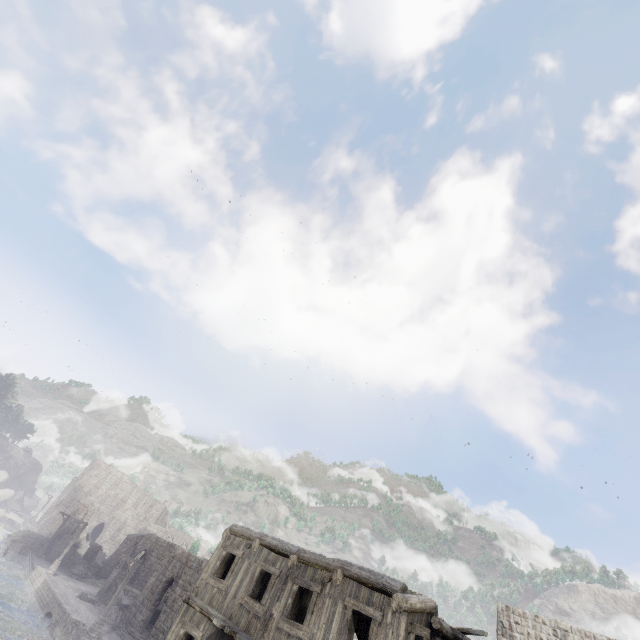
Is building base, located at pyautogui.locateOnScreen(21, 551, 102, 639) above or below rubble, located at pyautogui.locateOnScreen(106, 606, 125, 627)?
below

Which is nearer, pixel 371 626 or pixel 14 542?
pixel 371 626

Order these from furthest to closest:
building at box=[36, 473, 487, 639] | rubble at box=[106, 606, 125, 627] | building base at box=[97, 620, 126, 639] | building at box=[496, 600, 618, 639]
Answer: rubble at box=[106, 606, 125, 627] → building base at box=[97, 620, 126, 639] → building at box=[496, 600, 618, 639] → building at box=[36, 473, 487, 639]

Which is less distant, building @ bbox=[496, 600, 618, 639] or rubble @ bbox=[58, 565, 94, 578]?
building @ bbox=[496, 600, 618, 639]

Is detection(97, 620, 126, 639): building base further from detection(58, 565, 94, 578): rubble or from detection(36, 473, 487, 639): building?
detection(36, 473, 487, 639): building

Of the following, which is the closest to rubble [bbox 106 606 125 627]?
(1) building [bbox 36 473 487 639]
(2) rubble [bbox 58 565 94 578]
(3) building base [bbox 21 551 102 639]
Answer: (3) building base [bbox 21 551 102 639]

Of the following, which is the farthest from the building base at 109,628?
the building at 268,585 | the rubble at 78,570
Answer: the building at 268,585

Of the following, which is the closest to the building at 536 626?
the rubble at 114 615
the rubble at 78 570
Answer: the rubble at 78 570
